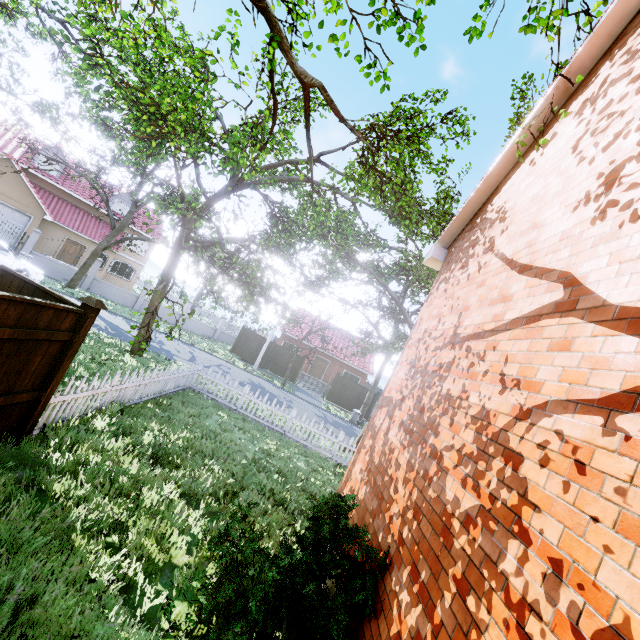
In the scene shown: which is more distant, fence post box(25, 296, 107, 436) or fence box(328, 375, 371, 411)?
fence box(328, 375, 371, 411)

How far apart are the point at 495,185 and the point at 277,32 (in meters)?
4.65

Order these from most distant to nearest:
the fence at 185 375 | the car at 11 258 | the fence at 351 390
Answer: the fence at 351 390 < the car at 11 258 < the fence at 185 375

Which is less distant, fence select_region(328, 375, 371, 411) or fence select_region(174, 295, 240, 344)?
fence select_region(328, 375, 371, 411)

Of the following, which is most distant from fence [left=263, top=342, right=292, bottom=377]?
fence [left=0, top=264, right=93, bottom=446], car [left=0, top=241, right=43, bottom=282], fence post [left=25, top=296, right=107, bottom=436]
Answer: fence post [left=25, top=296, right=107, bottom=436]

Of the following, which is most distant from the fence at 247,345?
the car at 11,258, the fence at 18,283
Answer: the car at 11,258

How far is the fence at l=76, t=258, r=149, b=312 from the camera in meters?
23.0 m
